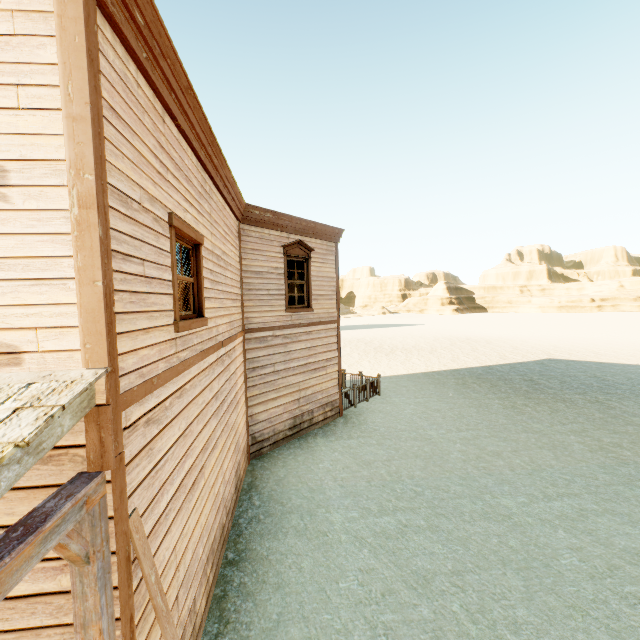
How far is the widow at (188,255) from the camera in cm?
364

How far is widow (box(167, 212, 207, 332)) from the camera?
3.6m

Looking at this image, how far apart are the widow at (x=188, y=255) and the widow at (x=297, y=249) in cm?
503

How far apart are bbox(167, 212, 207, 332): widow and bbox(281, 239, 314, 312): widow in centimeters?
503cm

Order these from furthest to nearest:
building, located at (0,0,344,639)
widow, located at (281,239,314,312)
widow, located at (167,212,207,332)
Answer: widow, located at (281,239,314,312), widow, located at (167,212,207,332), building, located at (0,0,344,639)

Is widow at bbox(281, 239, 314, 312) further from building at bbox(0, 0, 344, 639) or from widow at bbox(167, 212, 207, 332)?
widow at bbox(167, 212, 207, 332)

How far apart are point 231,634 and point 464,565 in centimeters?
371cm

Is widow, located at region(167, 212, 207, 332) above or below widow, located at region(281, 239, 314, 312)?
below
